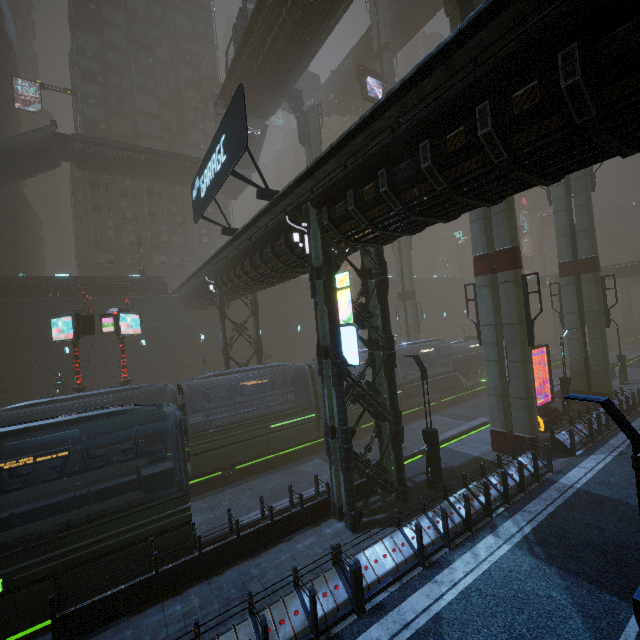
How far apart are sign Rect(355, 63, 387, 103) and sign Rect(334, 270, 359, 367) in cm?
3017

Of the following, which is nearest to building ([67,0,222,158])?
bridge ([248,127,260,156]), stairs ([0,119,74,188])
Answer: stairs ([0,119,74,188])

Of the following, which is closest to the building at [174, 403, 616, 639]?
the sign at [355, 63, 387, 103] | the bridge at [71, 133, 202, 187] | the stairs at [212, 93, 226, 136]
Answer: the bridge at [71, 133, 202, 187]

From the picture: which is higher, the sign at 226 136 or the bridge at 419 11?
the bridge at 419 11

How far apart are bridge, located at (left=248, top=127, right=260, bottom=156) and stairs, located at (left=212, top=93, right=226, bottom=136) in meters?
0.0 m

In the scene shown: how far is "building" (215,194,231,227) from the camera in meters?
48.3

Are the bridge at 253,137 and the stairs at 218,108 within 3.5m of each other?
yes

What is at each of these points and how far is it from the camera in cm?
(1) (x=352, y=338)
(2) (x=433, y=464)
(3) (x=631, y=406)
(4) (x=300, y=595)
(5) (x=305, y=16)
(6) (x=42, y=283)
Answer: (1) sign, 1062
(2) street light, 1335
(3) building, 2052
(4) building, 797
(5) building, 2147
(6) building, 2833
